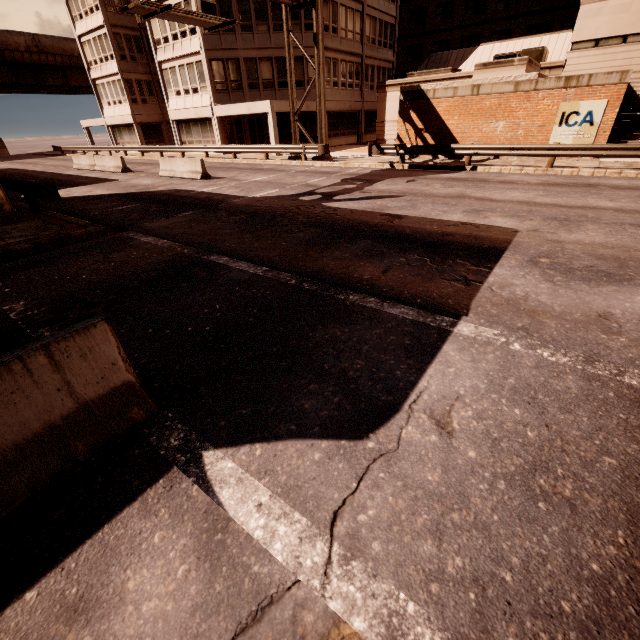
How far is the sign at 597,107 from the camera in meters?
14.6 m

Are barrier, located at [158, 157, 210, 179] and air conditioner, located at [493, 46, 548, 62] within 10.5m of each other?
no

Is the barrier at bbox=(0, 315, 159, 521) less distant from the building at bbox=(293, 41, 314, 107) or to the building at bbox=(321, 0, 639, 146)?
the building at bbox=(293, 41, 314, 107)

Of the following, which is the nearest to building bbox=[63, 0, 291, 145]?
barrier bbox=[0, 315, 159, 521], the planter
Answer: the planter

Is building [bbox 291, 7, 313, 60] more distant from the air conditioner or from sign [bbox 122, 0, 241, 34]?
the air conditioner

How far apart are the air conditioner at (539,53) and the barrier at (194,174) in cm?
2378

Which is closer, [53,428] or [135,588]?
[135,588]

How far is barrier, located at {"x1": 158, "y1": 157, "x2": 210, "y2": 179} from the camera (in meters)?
16.86
